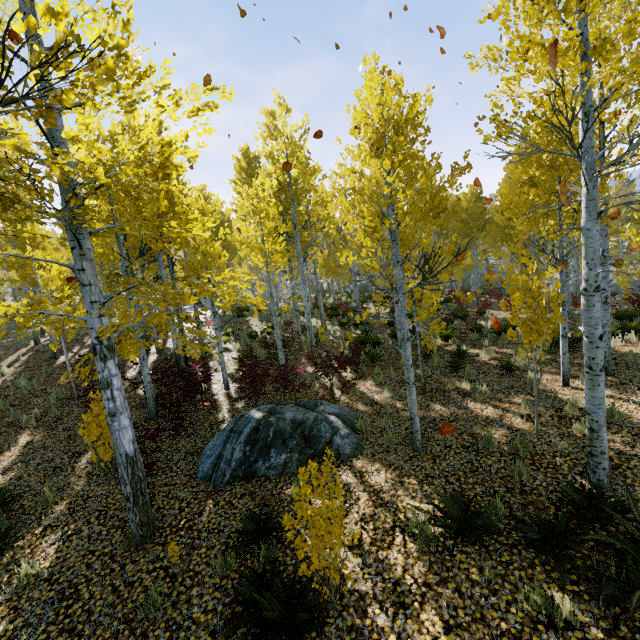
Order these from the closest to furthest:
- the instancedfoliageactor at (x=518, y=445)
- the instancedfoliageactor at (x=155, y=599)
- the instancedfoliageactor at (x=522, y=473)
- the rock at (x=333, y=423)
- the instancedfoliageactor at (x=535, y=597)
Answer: the instancedfoliageactor at (x=535, y=597)
the instancedfoliageactor at (x=155, y=599)
the instancedfoliageactor at (x=522, y=473)
the instancedfoliageactor at (x=518, y=445)
the rock at (x=333, y=423)

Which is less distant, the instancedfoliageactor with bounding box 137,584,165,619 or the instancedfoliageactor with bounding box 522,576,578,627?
the instancedfoliageactor with bounding box 522,576,578,627

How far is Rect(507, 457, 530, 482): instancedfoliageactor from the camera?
5.13m

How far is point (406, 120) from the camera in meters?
5.8

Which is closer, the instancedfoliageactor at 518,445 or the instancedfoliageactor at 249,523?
the instancedfoliageactor at 249,523

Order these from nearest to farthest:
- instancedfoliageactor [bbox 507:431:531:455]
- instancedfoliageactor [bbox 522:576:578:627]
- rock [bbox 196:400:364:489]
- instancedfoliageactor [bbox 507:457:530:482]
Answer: instancedfoliageactor [bbox 522:576:578:627] → instancedfoliageactor [bbox 507:457:530:482] → instancedfoliageactor [bbox 507:431:531:455] → rock [bbox 196:400:364:489]
